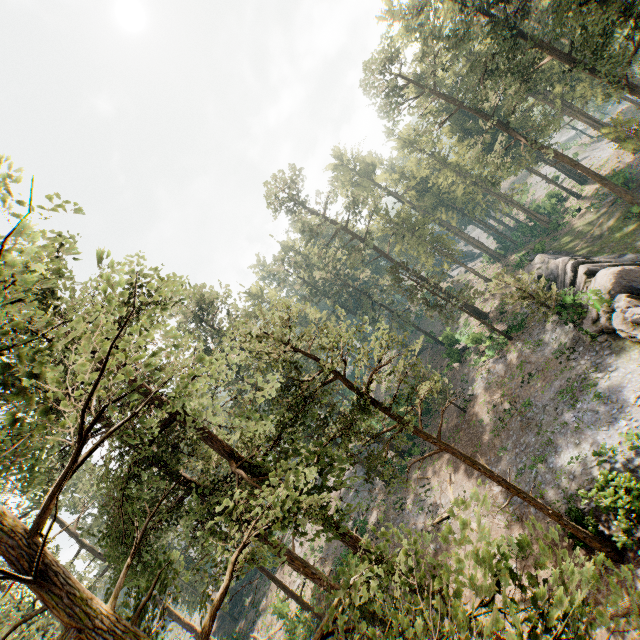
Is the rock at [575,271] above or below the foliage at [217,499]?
below

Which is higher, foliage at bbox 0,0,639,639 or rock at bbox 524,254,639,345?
foliage at bbox 0,0,639,639

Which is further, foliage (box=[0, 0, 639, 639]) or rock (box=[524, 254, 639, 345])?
rock (box=[524, 254, 639, 345])

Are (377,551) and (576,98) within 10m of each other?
no

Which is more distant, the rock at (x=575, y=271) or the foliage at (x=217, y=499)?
the rock at (x=575, y=271)
